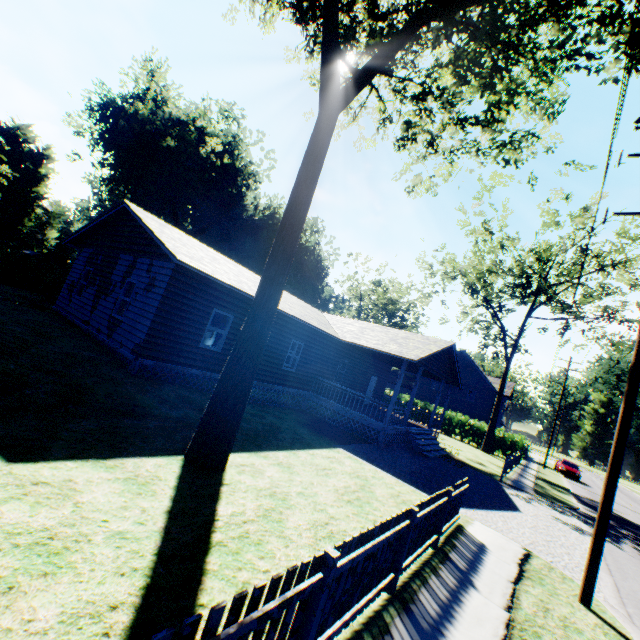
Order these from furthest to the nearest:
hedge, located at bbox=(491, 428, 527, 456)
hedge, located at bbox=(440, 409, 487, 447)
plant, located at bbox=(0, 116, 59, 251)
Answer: plant, located at bbox=(0, 116, 59, 251) → hedge, located at bbox=(440, 409, 487, 447) → hedge, located at bbox=(491, 428, 527, 456)

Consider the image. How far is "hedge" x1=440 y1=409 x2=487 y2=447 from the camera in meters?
32.1

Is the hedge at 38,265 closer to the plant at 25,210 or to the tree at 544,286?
the plant at 25,210

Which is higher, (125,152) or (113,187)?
(125,152)

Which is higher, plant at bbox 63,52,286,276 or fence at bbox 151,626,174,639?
plant at bbox 63,52,286,276

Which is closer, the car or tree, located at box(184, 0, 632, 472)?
tree, located at box(184, 0, 632, 472)

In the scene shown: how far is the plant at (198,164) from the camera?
32.12m

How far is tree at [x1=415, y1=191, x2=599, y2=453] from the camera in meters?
25.3
